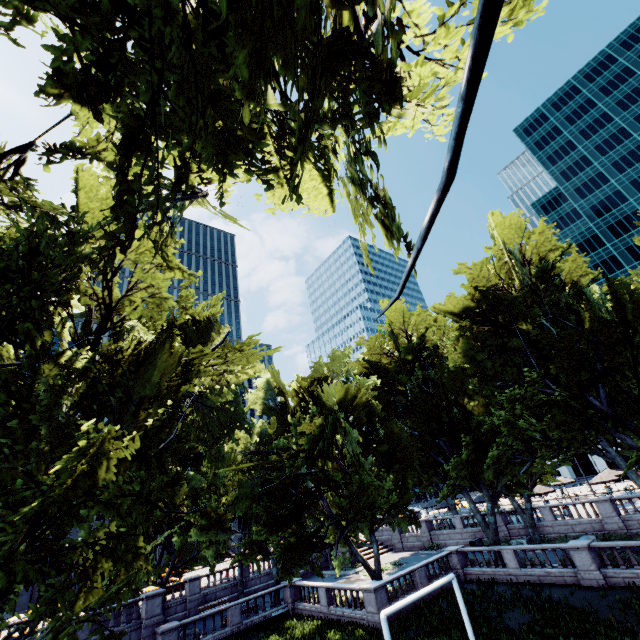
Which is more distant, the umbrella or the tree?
the umbrella

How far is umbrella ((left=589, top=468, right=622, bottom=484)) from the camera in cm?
3353

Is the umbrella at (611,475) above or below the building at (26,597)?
above

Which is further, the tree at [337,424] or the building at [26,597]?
the building at [26,597]

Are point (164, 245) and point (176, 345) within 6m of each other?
yes

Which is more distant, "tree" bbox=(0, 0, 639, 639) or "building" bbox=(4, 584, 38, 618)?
"building" bbox=(4, 584, 38, 618)

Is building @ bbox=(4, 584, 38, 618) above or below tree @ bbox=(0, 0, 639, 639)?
below

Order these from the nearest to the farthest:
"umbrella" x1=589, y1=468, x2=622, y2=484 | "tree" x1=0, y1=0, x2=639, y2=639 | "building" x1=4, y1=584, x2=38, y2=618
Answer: "tree" x1=0, y1=0, x2=639, y2=639
"umbrella" x1=589, y1=468, x2=622, y2=484
"building" x1=4, y1=584, x2=38, y2=618
